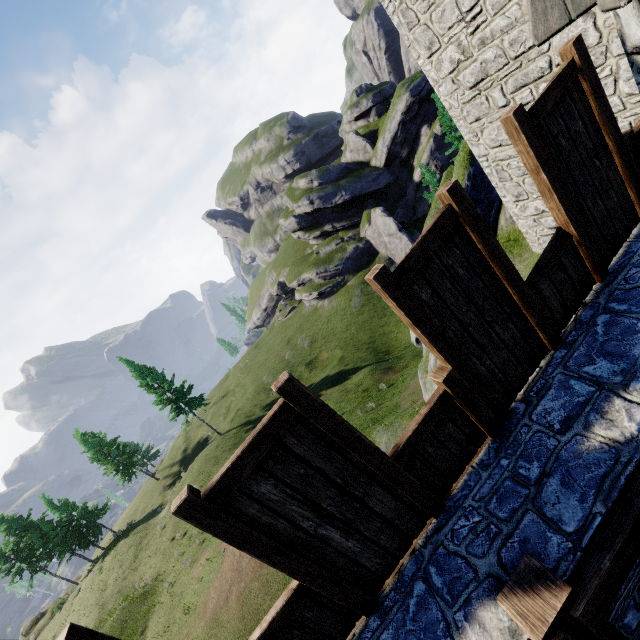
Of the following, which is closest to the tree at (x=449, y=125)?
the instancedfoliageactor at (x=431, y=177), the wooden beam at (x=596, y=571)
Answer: the instancedfoliageactor at (x=431, y=177)

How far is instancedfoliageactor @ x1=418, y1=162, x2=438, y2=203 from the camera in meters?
27.0 m

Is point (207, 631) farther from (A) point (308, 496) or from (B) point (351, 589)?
(A) point (308, 496)

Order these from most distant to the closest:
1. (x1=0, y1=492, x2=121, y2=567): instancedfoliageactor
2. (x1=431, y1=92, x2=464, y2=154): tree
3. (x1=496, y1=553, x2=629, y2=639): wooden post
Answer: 1. (x1=0, y1=492, x2=121, y2=567): instancedfoliageactor
2. (x1=431, y1=92, x2=464, y2=154): tree
3. (x1=496, y1=553, x2=629, y2=639): wooden post

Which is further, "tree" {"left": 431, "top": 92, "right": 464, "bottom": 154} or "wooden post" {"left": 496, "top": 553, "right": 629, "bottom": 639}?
"tree" {"left": 431, "top": 92, "right": 464, "bottom": 154}

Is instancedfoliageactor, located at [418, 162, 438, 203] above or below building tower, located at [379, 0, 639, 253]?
below

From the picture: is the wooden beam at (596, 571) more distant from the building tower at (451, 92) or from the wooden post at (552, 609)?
the building tower at (451, 92)

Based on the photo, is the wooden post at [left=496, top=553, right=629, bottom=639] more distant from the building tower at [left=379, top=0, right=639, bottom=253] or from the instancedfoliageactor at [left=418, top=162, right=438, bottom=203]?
the instancedfoliageactor at [left=418, top=162, right=438, bottom=203]
